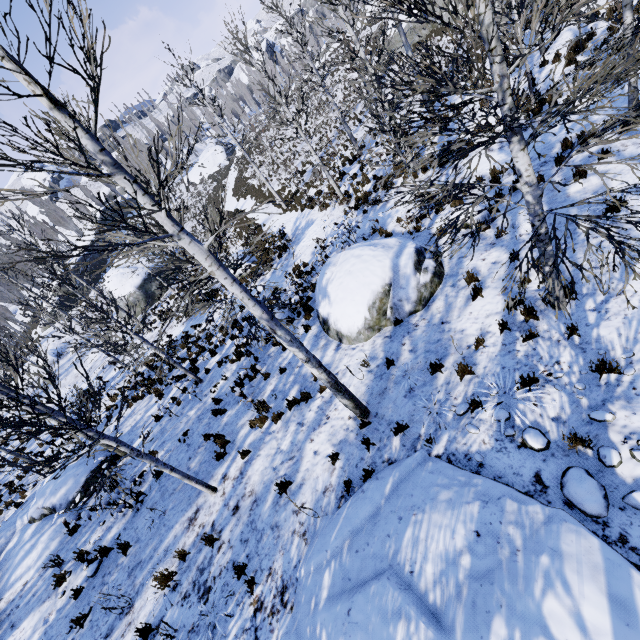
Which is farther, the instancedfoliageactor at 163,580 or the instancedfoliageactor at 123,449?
the instancedfoliageactor at 163,580

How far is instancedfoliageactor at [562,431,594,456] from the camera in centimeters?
398cm

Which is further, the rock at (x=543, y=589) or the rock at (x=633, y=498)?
the rock at (x=633, y=498)

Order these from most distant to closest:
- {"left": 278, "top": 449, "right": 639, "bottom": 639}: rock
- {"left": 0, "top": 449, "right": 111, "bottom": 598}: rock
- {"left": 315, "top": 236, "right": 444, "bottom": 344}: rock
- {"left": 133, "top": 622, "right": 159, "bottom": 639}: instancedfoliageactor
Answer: {"left": 0, "top": 449, "right": 111, "bottom": 598}: rock
{"left": 315, "top": 236, "right": 444, "bottom": 344}: rock
{"left": 133, "top": 622, "right": 159, "bottom": 639}: instancedfoliageactor
{"left": 278, "top": 449, "right": 639, "bottom": 639}: rock

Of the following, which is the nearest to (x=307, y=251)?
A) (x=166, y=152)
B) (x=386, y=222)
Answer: (x=386, y=222)

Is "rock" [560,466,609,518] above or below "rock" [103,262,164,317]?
below

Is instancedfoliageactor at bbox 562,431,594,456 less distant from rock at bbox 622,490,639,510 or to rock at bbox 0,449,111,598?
rock at bbox 0,449,111,598

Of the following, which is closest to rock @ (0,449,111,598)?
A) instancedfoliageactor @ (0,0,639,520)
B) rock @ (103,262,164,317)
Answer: rock @ (103,262,164,317)
